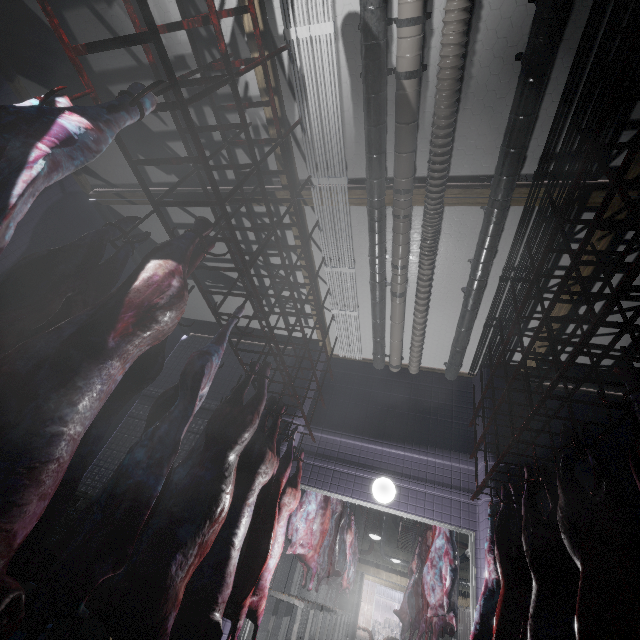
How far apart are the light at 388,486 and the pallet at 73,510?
3.1 meters

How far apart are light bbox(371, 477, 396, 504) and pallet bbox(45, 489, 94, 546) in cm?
315

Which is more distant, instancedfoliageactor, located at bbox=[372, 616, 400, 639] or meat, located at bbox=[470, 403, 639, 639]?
instancedfoliageactor, located at bbox=[372, 616, 400, 639]

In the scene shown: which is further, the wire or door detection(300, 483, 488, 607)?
door detection(300, 483, 488, 607)

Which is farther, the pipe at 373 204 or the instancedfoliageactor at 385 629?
the instancedfoliageactor at 385 629

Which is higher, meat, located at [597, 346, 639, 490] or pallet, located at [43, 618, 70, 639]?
meat, located at [597, 346, 639, 490]

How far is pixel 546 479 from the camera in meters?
2.4

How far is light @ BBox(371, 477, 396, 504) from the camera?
4.2m
